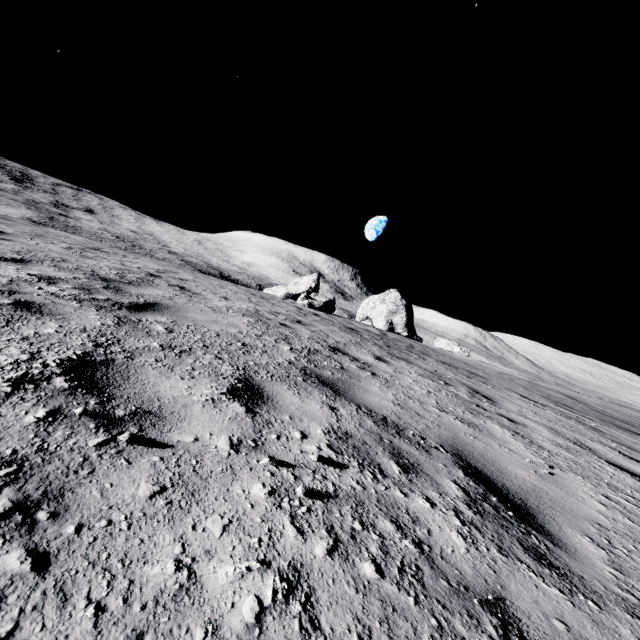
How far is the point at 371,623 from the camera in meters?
1.0 m

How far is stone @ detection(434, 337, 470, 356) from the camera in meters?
29.0 m

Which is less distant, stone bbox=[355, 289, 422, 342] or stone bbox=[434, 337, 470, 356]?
stone bbox=[434, 337, 470, 356]

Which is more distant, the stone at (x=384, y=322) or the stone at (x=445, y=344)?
the stone at (x=384, y=322)

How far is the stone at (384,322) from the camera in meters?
36.8

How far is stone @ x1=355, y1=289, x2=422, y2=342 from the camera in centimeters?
3678cm
